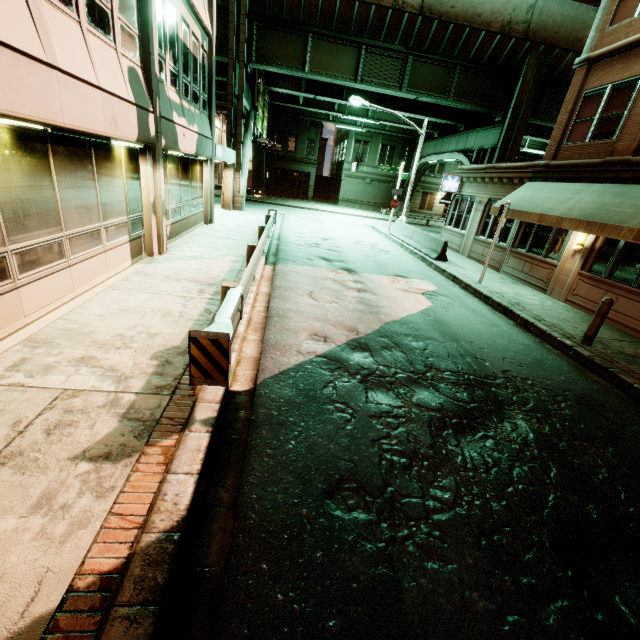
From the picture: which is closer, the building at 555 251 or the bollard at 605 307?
the bollard at 605 307

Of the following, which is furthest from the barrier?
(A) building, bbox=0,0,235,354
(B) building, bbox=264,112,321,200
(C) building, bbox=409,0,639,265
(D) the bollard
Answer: (B) building, bbox=264,112,321,200

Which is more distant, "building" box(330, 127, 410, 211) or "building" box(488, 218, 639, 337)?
"building" box(330, 127, 410, 211)

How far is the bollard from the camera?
7.6m

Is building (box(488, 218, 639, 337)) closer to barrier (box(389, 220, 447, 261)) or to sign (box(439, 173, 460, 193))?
sign (box(439, 173, 460, 193))

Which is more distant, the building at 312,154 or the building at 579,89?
the building at 312,154

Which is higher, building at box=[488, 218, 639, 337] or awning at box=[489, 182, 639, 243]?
awning at box=[489, 182, 639, 243]

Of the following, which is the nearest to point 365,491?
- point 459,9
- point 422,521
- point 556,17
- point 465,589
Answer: point 422,521
